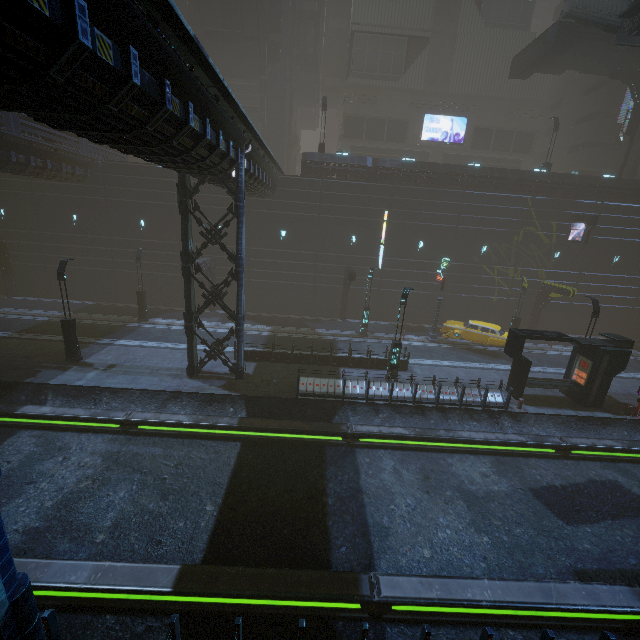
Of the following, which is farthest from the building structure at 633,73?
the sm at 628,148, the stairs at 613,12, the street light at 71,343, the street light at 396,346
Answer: the street light at 71,343

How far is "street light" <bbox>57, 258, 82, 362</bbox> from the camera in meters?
16.7 m

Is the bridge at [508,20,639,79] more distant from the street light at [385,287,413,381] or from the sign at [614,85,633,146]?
the street light at [385,287,413,381]

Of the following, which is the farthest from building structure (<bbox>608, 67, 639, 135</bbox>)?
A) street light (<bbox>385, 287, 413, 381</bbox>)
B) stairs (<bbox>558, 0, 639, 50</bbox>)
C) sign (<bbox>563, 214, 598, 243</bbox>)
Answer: street light (<bbox>385, 287, 413, 381</bbox>)

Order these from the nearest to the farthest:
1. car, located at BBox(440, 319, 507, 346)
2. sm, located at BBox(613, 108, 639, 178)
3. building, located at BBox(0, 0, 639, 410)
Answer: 1. building, located at BBox(0, 0, 639, 410)
2. car, located at BBox(440, 319, 507, 346)
3. sm, located at BBox(613, 108, 639, 178)

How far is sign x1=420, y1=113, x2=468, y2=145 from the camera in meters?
38.4

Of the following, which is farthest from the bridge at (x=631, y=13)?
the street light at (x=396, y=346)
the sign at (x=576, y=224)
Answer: the street light at (x=396, y=346)

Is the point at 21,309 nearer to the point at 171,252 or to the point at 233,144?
the point at 171,252
